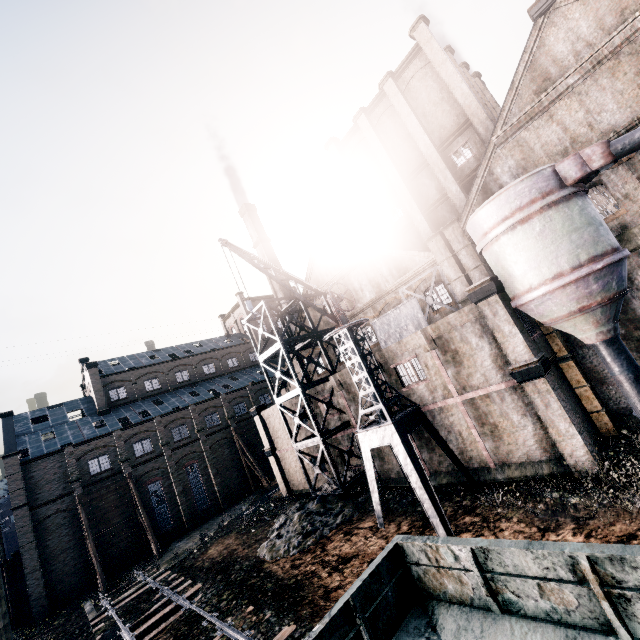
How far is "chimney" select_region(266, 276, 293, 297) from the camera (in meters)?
47.25

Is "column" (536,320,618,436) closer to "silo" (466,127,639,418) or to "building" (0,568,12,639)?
"building" (0,568,12,639)

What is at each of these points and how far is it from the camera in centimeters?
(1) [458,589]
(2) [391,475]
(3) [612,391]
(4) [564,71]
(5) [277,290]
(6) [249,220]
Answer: (1) rail car, 681cm
(2) building, 2358cm
(3) building, 1753cm
(4) building, 1661cm
(5) chimney, 4838cm
(6) chimney, 5047cm

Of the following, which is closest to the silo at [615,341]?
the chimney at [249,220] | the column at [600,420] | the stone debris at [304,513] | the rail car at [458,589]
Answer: the column at [600,420]

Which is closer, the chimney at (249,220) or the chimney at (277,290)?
the chimney at (277,290)

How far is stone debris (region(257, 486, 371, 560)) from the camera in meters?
19.7 m

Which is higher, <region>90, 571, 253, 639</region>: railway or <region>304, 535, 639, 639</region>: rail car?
<region>304, 535, 639, 639</region>: rail car

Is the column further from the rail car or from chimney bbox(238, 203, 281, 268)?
chimney bbox(238, 203, 281, 268)
